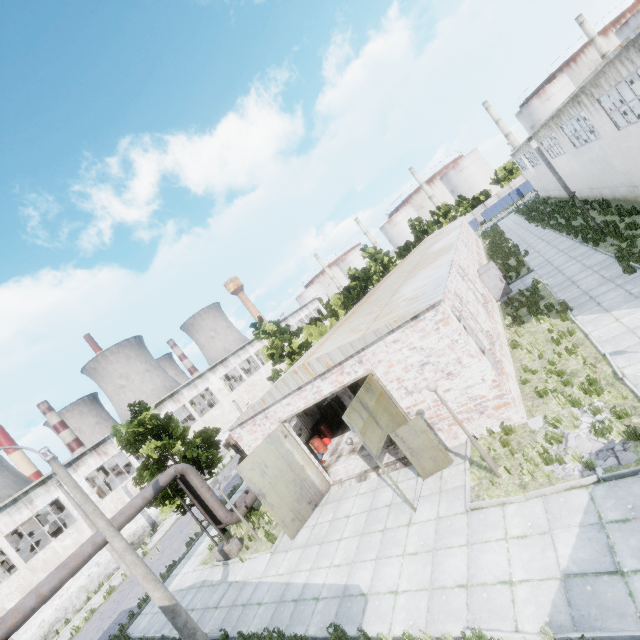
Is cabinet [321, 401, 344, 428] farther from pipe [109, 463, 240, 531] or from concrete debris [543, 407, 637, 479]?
concrete debris [543, 407, 637, 479]

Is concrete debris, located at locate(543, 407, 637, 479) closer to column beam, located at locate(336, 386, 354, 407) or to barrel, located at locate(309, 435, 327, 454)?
column beam, located at locate(336, 386, 354, 407)

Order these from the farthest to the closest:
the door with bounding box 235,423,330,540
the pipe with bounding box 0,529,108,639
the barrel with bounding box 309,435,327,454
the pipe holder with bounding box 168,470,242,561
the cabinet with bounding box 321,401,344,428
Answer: the cabinet with bounding box 321,401,344,428
the barrel with bounding box 309,435,327,454
the pipe holder with bounding box 168,470,242,561
the door with bounding box 235,423,330,540
the pipe with bounding box 0,529,108,639

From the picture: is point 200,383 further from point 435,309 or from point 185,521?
point 435,309

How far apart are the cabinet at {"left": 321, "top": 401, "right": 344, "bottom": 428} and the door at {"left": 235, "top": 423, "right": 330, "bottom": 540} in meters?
5.8 m

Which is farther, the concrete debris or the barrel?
the barrel

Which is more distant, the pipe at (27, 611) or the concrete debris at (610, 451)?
the pipe at (27, 611)

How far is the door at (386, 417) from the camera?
10.3 meters
